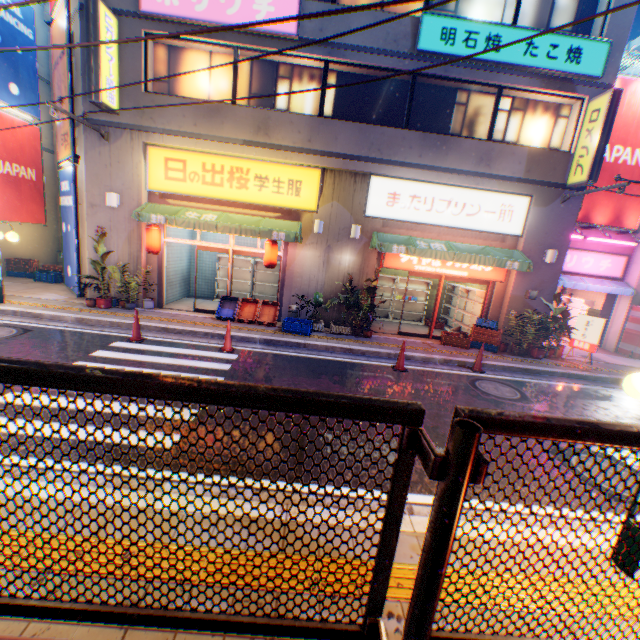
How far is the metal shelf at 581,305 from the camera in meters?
14.4

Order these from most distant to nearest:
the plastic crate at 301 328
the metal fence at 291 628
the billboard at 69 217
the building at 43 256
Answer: the building at 43 256, the billboard at 69 217, the plastic crate at 301 328, the metal fence at 291 628

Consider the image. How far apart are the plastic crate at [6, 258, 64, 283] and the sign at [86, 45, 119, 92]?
7.16m

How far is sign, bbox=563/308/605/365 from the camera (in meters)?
10.69

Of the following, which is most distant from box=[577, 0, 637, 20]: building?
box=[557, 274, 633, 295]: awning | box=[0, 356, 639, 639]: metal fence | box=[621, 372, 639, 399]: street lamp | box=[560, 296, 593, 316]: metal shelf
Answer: box=[621, 372, 639, 399]: street lamp

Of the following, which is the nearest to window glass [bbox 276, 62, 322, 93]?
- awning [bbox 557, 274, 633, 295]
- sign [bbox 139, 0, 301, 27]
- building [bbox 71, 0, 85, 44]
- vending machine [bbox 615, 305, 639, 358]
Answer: building [bbox 71, 0, 85, 44]

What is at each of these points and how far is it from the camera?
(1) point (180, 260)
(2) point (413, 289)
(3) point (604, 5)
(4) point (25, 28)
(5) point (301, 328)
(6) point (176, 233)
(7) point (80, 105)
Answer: (1) building, 13.0m
(2) metal shelf, 14.2m
(3) building, 9.7m
(4) billboard, 13.5m
(5) plastic crate, 10.3m
(6) building, 12.4m
(7) building, 10.1m

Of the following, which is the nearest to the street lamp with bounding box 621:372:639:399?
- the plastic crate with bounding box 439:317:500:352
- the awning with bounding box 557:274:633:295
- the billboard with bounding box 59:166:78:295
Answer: the plastic crate with bounding box 439:317:500:352
